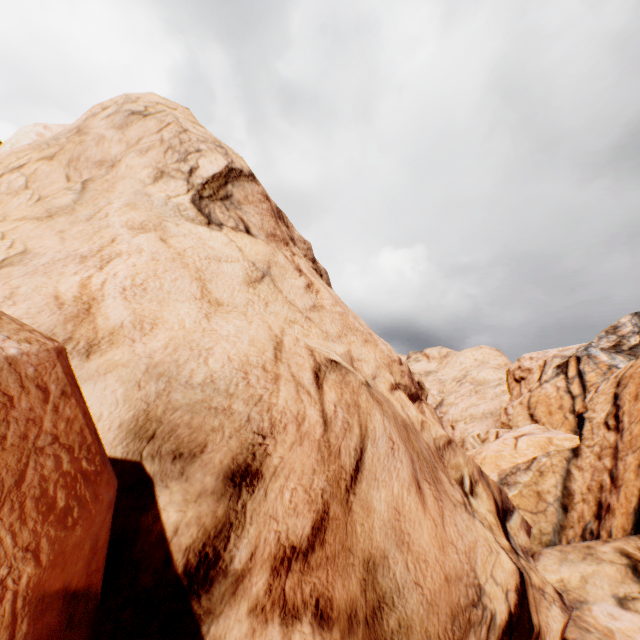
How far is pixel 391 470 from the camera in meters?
4.6 m
